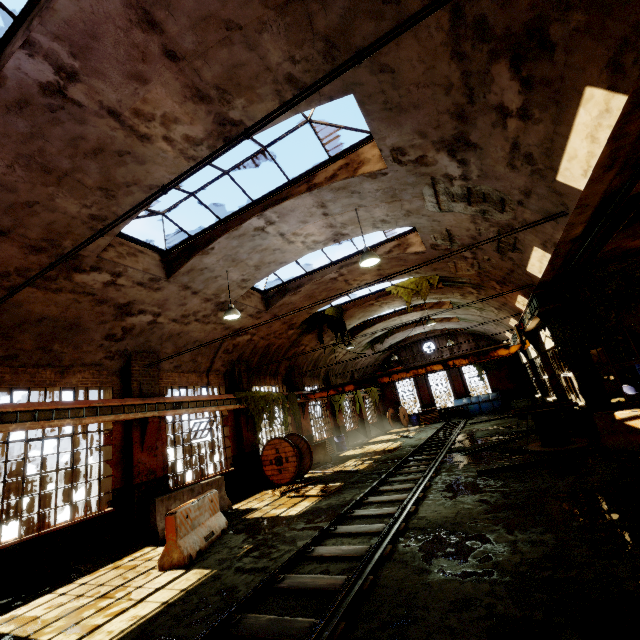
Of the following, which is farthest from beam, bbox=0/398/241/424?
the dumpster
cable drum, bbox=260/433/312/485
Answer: the dumpster

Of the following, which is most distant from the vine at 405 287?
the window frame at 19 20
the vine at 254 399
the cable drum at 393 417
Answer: the cable drum at 393 417

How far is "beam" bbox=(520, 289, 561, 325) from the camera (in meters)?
10.14

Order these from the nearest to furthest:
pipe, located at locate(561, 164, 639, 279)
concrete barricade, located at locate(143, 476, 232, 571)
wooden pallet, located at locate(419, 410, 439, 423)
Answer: pipe, located at locate(561, 164, 639, 279) → concrete barricade, located at locate(143, 476, 232, 571) → wooden pallet, located at locate(419, 410, 439, 423)

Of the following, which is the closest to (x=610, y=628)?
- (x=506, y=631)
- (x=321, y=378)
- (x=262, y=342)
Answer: (x=506, y=631)

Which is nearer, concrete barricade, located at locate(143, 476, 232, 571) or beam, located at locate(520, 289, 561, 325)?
concrete barricade, located at locate(143, 476, 232, 571)

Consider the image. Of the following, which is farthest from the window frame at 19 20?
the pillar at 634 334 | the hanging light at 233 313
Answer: the pillar at 634 334

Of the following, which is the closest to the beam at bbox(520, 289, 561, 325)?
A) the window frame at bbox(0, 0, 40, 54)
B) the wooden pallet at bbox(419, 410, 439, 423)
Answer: the wooden pallet at bbox(419, 410, 439, 423)
